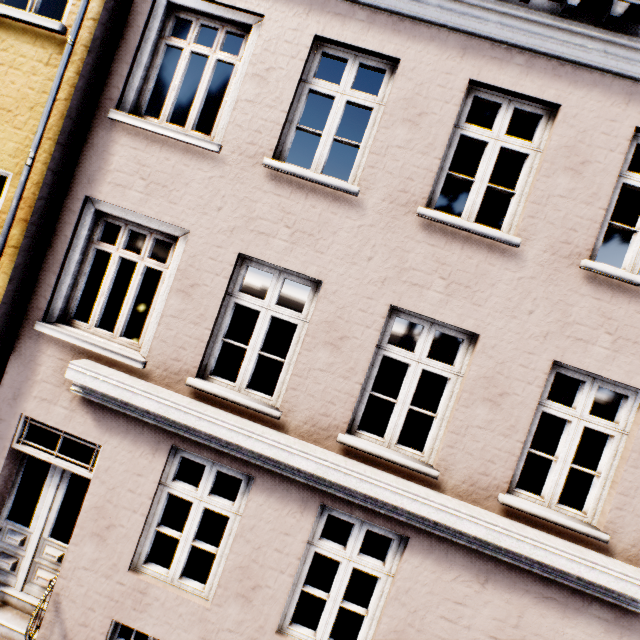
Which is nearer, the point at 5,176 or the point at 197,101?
→ the point at 197,101
